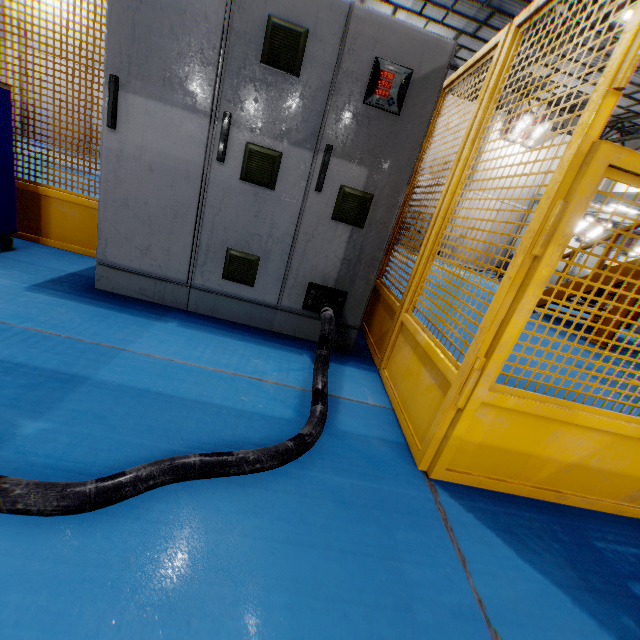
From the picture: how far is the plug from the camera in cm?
226

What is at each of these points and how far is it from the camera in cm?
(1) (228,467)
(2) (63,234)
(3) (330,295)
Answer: (1) cable, 122
(2) metal panel, 302
(3) plug, 242

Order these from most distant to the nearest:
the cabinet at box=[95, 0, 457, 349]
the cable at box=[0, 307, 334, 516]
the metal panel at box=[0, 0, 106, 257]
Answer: the metal panel at box=[0, 0, 106, 257], the cabinet at box=[95, 0, 457, 349], the cable at box=[0, 307, 334, 516]

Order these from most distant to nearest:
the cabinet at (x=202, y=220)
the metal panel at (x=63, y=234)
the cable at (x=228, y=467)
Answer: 1. the metal panel at (x=63, y=234)
2. the cabinet at (x=202, y=220)
3. the cable at (x=228, y=467)

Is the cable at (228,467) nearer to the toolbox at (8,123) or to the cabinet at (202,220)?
the cabinet at (202,220)

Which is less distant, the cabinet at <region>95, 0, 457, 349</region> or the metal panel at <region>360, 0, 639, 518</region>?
the metal panel at <region>360, 0, 639, 518</region>

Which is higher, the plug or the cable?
the plug

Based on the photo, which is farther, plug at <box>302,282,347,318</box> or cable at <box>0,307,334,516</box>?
plug at <box>302,282,347,318</box>
